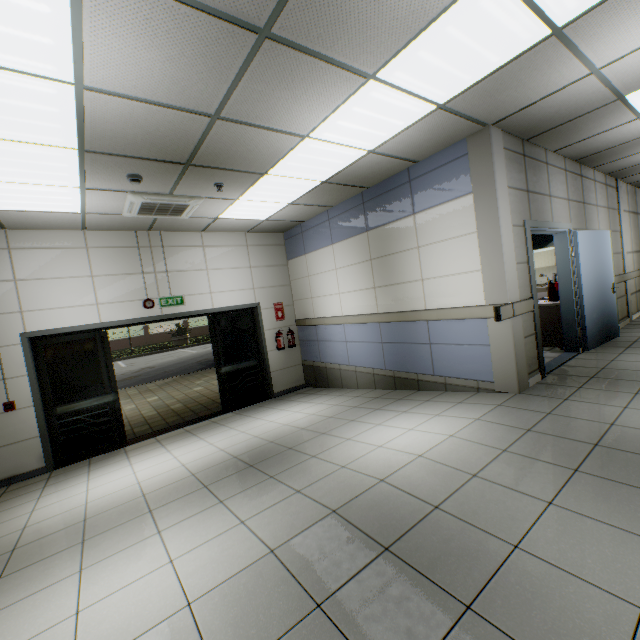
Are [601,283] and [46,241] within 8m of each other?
no

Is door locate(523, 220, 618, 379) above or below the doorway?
below

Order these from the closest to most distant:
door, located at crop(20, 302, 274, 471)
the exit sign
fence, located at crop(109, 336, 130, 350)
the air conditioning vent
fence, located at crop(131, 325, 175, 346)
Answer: the air conditioning vent < door, located at crop(20, 302, 274, 471) < the exit sign < fence, located at crop(109, 336, 130, 350) < fence, located at crop(131, 325, 175, 346)

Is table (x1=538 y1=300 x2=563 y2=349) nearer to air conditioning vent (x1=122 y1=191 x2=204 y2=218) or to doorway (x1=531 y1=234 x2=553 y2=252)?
doorway (x1=531 y1=234 x2=553 y2=252)

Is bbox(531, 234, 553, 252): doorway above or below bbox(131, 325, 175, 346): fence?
above

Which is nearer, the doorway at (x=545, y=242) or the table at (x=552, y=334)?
the table at (x=552, y=334)

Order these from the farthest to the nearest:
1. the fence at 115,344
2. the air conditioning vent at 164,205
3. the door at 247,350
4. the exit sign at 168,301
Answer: the fence at 115,344, the exit sign at 168,301, the door at 247,350, the air conditioning vent at 164,205

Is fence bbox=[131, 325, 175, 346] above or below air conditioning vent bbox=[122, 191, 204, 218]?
below
